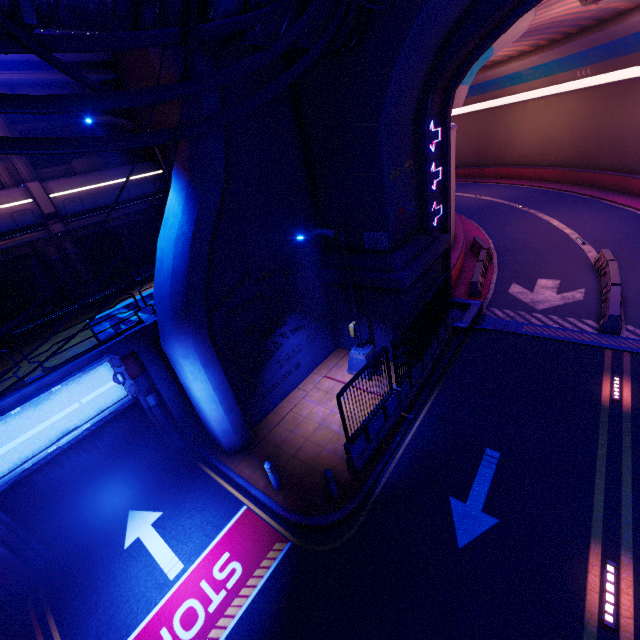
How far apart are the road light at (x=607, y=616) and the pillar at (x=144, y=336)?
11.9 meters

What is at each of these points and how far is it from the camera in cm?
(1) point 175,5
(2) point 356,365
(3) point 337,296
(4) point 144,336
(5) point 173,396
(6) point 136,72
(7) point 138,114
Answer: (1) walkway, 492
(2) street light, 1252
(3) wall arch, 1308
(4) pillar, 948
(5) column, 1054
(6) building, 1188
(7) building, 1308

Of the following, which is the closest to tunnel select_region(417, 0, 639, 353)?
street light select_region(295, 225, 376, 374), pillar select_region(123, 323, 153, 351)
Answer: street light select_region(295, 225, 376, 374)

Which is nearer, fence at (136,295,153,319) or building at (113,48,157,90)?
fence at (136,295,153,319)

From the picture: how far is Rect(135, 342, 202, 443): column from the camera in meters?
9.7 m

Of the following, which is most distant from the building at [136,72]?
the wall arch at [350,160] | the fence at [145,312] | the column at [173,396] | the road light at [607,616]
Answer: the road light at [607,616]

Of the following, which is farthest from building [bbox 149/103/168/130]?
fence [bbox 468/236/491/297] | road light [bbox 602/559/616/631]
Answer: road light [bbox 602/559/616/631]

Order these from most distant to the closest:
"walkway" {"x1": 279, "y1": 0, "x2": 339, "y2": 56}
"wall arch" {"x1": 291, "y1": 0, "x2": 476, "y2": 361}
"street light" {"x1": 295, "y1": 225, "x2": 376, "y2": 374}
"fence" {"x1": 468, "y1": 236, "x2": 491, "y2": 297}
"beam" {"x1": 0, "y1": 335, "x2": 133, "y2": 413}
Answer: "fence" {"x1": 468, "y1": 236, "x2": 491, "y2": 297}
"street light" {"x1": 295, "y1": 225, "x2": 376, "y2": 374}
"wall arch" {"x1": 291, "y1": 0, "x2": 476, "y2": 361}
"beam" {"x1": 0, "y1": 335, "x2": 133, "y2": 413}
"walkway" {"x1": 279, "y1": 0, "x2": 339, "y2": 56}
